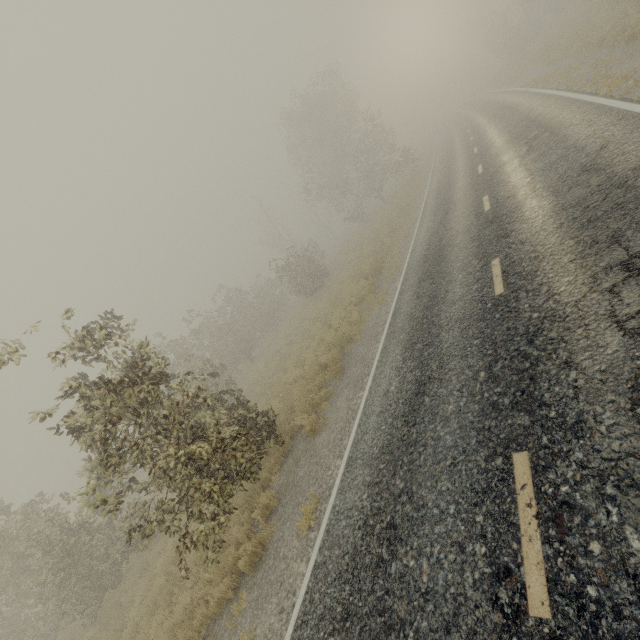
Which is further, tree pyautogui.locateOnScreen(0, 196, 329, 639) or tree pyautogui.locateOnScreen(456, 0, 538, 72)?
tree pyautogui.locateOnScreen(456, 0, 538, 72)

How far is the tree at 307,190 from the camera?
29.7m

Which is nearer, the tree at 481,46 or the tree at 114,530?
the tree at 114,530

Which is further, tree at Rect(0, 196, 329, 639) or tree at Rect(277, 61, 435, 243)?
tree at Rect(277, 61, 435, 243)

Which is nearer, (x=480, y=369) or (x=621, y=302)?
(x=621, y=302)

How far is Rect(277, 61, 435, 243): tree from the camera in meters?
29.7 m

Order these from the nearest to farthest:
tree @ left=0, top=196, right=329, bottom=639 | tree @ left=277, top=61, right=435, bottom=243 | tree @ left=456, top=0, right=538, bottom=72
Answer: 1. tree @ left=0, top=196, right=329, bottom=639
2. tree @ left=277, top=61, right=435, bottom=243
3. tree @ left=456, top=0, right=538, bottom=72
